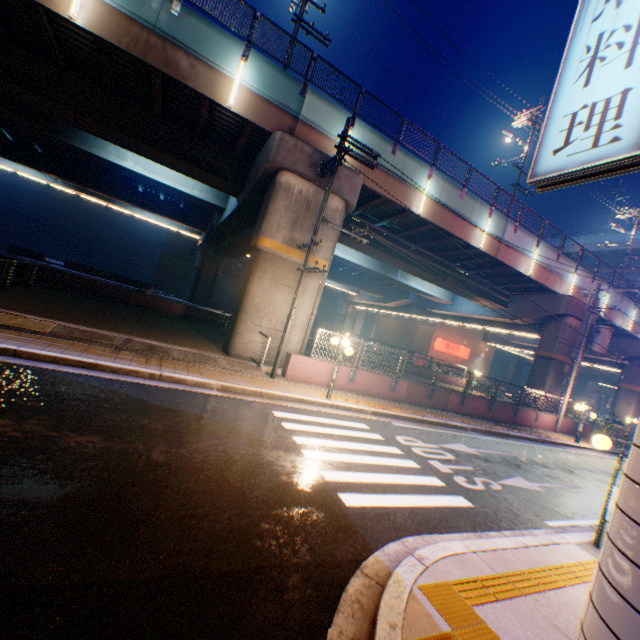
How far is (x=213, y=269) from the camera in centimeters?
4097cm

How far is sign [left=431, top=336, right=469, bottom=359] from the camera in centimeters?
4069cm

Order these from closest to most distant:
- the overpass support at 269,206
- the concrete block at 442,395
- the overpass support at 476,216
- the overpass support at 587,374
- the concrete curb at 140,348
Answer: the concrete curb at 140,348 → the overpass support at 269,206 → the concrete block at 442,395 → the overpass support at 476,216 → the overpass support at 587,374

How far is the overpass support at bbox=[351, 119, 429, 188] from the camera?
14.8m

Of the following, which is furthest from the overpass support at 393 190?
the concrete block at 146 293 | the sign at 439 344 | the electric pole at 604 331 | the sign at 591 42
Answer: the sign at 591 42

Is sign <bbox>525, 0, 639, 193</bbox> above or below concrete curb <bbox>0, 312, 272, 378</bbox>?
above
